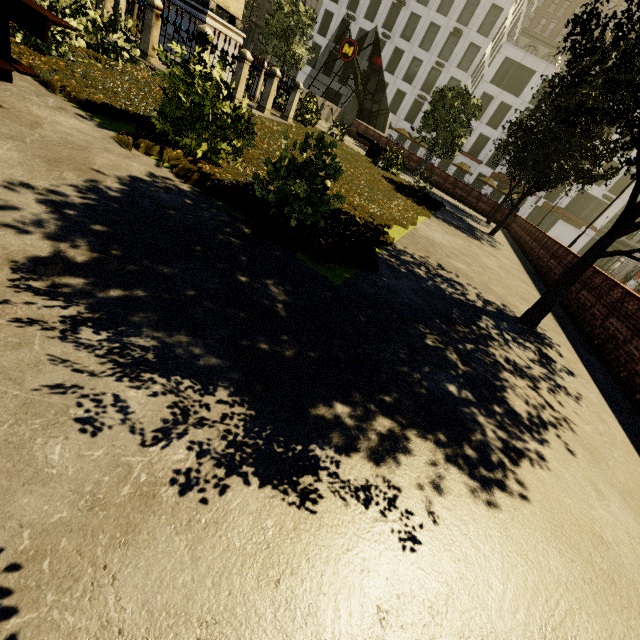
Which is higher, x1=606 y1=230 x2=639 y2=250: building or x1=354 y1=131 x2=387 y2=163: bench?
x1=606 y1=230 x2=639 y2=250: building

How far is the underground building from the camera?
23.9m

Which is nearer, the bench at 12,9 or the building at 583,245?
the bench at 12,9

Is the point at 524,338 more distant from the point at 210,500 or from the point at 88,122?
the point at 88,122

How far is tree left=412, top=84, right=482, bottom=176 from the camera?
20.42m

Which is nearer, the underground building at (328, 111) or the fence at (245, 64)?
the fence at (245, 64)

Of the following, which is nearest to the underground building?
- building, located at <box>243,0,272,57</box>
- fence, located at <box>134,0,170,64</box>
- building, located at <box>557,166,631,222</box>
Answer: building, located at <box>557,166,631,222</box>

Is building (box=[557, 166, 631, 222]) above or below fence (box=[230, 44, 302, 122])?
above
